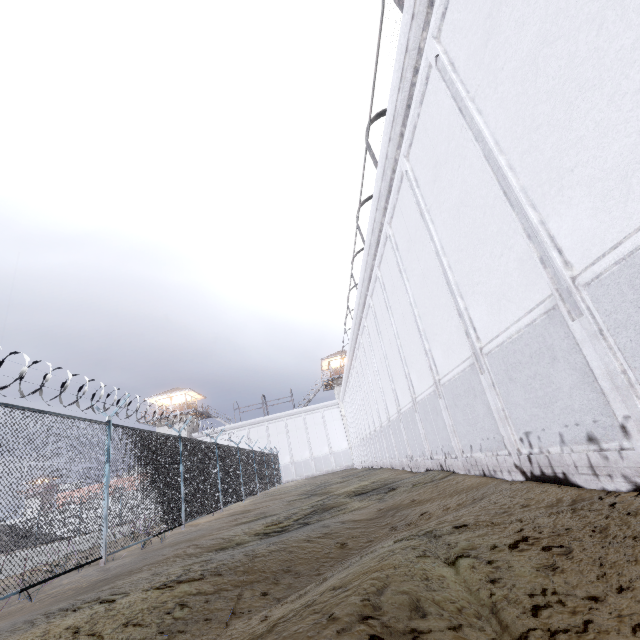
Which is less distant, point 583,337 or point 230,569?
point 583,337
